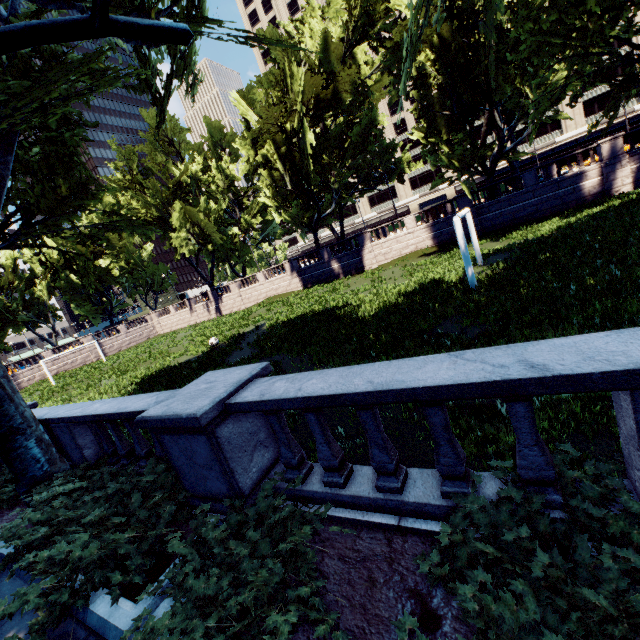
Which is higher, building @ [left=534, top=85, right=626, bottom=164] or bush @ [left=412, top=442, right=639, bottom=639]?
building @ [left=534, top=85, right=626, bottom=164]

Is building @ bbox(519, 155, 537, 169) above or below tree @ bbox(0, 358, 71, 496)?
above

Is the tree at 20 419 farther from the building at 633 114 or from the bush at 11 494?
the building at 633 114

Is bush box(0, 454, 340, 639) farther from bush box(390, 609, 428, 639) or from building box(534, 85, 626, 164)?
building box(534, 85, 626, 164)

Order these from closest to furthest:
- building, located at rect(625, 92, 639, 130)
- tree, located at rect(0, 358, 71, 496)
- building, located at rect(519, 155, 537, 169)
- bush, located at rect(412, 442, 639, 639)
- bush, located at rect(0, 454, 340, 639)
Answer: bush, located at rect(412, 442, 639, 639)
bush, located at rect(0, 454, 340, 639)
tree, located at rect(0, 358, 71, 496)
building, located at rect(625, 92, 639, 130)
building, located at rect(519, 155, 537, 169)

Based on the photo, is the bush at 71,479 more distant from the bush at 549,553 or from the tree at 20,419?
the bush at 549,553

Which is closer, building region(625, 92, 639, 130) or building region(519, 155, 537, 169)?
building region(625, 92, 639, 130)

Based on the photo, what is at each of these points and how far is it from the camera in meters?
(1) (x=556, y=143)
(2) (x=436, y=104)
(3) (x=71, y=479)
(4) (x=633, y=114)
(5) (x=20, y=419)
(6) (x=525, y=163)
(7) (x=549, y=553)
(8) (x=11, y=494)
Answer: (1) building, 56.4
(2) tree, 24.6
(3) bush, 6.7
(4) building, 51.0
(5) tree, 7.0
(6) building, 59.4
(7) bush, 2.2
(8) bush, 7.1
